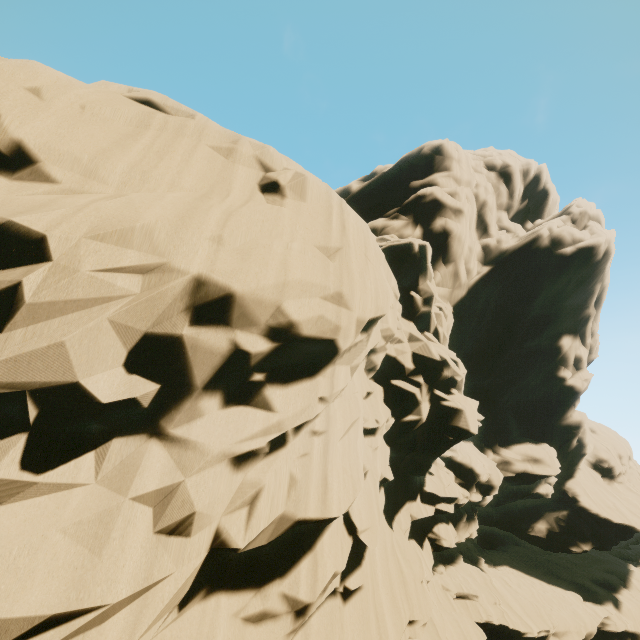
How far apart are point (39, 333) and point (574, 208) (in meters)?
37.16
